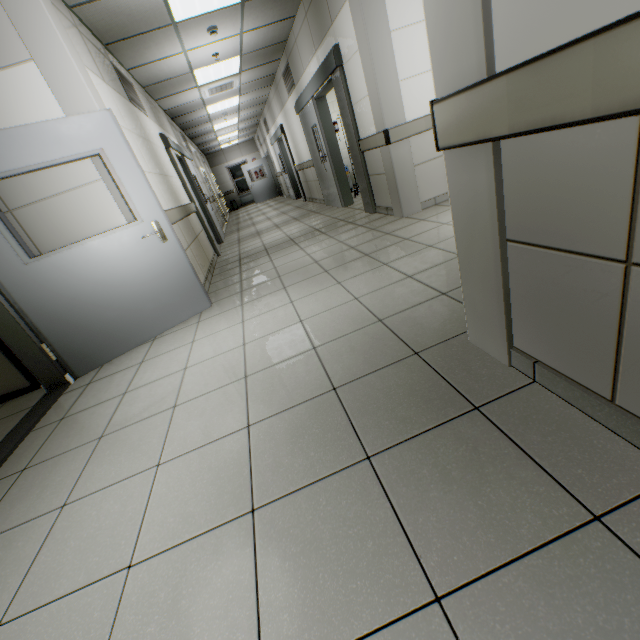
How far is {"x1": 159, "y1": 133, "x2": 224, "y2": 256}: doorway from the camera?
6.0 meters

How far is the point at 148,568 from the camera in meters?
1.2 m

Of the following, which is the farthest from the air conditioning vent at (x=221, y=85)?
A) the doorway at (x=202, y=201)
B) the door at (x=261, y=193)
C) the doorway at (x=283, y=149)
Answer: the door at (x=261, y=193)

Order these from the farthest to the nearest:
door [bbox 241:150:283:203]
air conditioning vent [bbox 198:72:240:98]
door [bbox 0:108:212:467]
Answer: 1. door [bbox 241:150:283:203]
2. air conditioning vent [bbox 198:72:240:98]
3. door [bbox 0:108:212:467]

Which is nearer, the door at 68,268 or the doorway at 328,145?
the door at 68,268

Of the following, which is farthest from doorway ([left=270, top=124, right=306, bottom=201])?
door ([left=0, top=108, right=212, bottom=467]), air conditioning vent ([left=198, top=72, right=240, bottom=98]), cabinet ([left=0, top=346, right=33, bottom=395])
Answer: cabinet ([left=0, top=346, right=33, bottom=395])

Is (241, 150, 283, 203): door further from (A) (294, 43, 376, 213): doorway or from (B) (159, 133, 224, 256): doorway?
(A) (294, 43, 376, 213): doorway

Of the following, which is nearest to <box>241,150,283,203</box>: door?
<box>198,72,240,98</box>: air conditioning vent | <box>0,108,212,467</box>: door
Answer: <box>198,72,240,98</box>: air conditioning vent
